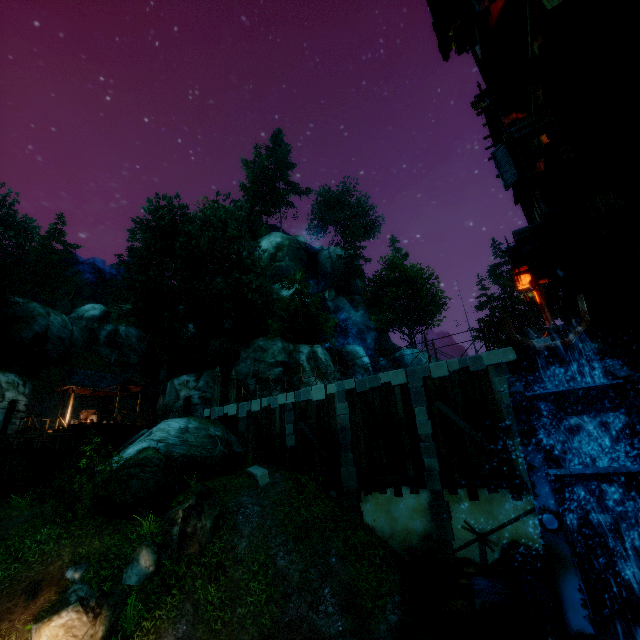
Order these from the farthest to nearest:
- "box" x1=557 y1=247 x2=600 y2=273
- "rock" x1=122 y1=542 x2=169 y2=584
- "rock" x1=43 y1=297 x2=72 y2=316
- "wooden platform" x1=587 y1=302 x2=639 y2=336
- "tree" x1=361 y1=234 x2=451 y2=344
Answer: "rock" x1=43 y1=297 x2=72 y2=316
"tree" x1=361 y1=234 x2=451 y2=344
"rock" x1=122 y1=542 x2=169 y2=584
"box" x1=557 y1=247 x2=600 y2=273
"wooden platform" x1=587 y1=302 x2=639 y2=336

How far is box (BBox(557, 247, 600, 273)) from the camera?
8.94m

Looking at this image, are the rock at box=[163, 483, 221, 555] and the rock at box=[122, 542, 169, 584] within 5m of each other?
yes

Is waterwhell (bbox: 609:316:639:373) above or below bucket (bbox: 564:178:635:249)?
below

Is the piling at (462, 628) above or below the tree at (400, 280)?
below

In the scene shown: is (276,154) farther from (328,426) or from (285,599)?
(285,599)

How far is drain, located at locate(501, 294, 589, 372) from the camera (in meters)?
4.64

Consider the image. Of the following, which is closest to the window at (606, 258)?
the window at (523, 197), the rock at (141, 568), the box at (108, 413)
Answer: the window at (523, 197)
